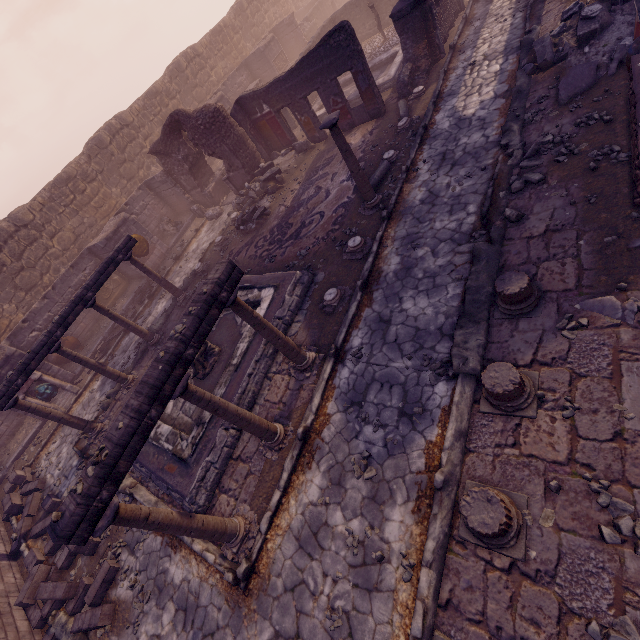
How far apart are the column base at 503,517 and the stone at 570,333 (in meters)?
2.20

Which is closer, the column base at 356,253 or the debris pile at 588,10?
the debris pile at 588,10

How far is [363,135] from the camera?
11.54m

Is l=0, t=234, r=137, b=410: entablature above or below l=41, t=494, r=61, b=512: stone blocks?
above

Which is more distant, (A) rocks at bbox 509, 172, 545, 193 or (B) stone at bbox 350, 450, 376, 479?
(A) rocks at bbox 509, 172, 545, 193

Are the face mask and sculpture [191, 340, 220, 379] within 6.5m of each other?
no

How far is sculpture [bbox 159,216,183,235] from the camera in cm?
1625

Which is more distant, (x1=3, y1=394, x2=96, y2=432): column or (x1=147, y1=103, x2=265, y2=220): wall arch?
(x1=147, y1=103, x2=265, y2=220): wall arch
